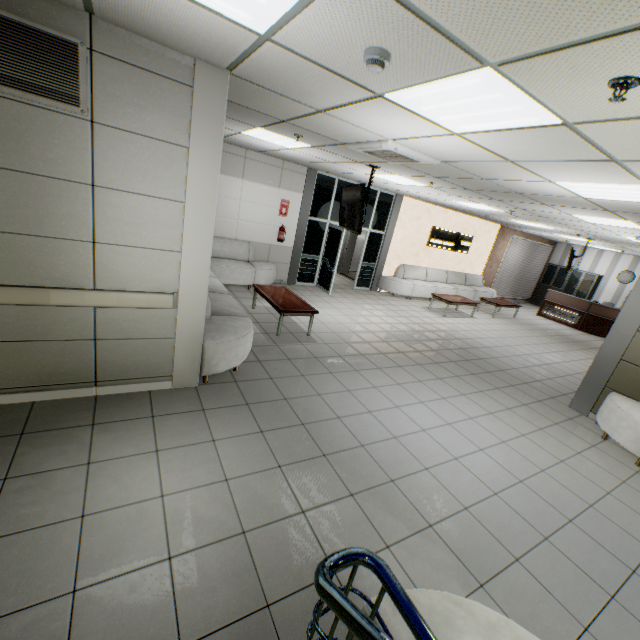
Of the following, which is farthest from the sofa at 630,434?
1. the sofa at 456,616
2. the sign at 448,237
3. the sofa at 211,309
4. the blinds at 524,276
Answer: the blinds at 524,276

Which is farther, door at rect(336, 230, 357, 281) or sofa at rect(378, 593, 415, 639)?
door at rect(336, 230, 357, 281)

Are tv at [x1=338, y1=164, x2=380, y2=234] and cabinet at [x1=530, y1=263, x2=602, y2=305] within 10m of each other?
no

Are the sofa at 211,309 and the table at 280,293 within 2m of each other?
yes

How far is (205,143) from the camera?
3.0 meters

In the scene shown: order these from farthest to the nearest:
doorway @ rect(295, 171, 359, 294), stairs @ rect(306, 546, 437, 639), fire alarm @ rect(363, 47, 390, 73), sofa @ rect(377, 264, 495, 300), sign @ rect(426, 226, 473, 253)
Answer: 1. sign @ rect(426, 226, 473, 253)
2. sofa @ rect(377, 264, 495, 300)
3. doorway @ rect(295, 171, 359, 294)
4. fire alarm @ rect(363, 47, 390, 73)
5. stairs @ rect(306, 546, 437, 639)

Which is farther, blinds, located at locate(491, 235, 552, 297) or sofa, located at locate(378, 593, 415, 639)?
blinds, located at locate(491, 235, 552, 297)

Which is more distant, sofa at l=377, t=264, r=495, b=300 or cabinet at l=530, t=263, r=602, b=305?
cabinet at l=530, t=263, r=602, b=305
